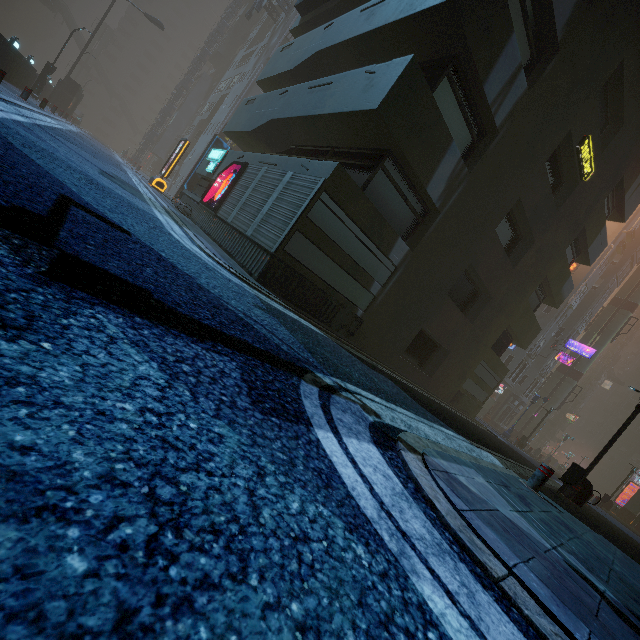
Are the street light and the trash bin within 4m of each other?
yes

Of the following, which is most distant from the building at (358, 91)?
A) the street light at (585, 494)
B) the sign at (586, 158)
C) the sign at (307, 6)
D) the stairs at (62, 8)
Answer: the stairs at (62, 8)

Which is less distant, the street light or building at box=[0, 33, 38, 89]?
the street light

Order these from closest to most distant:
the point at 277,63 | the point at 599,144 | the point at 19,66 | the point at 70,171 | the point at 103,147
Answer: the point at 70,171, the point at 599,144, the point at 277,63, the point at 19,66, the point at 103,147

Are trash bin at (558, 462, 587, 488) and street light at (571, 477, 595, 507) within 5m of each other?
yes

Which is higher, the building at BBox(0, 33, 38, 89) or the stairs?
the stairs

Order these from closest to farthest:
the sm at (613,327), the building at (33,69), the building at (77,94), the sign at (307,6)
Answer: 1. the sign at (307,6)
2. the building at (33,69)
3. the sm at (613,327)
4. the building at (77,94)

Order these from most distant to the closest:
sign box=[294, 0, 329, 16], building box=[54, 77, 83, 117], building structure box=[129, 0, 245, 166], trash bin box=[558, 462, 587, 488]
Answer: building structure box=[129, 0, 245, 166] < building box=[54, 77, 83, 117] < sign box=[294, 0, 329, 16] < trash bin box=[558, 462, 587, 488]
